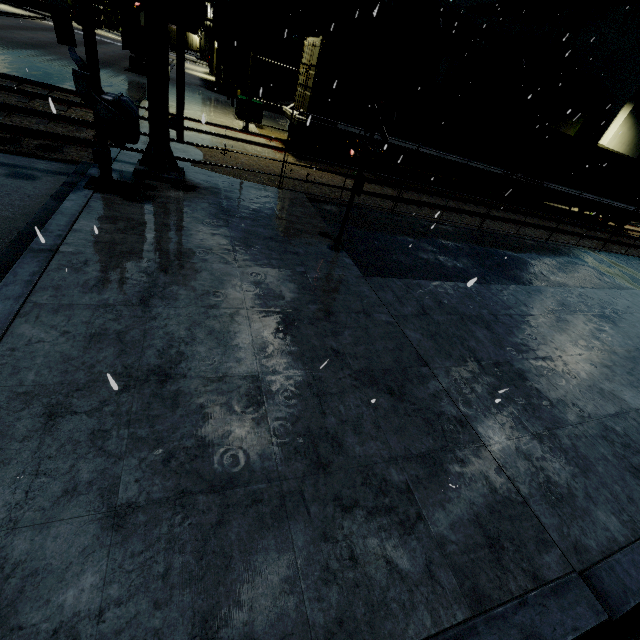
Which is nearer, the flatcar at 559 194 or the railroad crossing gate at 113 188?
the railroad crossing gate at 113 188

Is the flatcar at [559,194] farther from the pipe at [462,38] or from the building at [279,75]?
the pipe at [462,38]

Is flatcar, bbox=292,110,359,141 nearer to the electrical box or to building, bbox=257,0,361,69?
building, bbox=257,0,361,69

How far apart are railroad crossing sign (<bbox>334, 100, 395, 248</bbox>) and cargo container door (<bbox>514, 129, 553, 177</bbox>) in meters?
16.4 m

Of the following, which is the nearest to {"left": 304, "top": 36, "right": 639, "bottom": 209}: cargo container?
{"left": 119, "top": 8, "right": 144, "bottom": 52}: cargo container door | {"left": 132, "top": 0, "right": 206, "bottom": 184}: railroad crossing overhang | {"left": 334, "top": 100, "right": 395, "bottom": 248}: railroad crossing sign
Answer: {"left": 119, "top": 8, "right": 144, "bottom": 52}: cargo container door

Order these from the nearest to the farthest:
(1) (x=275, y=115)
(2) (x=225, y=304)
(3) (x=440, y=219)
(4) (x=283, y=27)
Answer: (2) (x=225, y=304)
(3) (x=440, y=219)
(1) (x=275, y=115)
(4) (x=283, y=27)

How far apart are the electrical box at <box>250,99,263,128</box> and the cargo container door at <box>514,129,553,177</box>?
14.8m

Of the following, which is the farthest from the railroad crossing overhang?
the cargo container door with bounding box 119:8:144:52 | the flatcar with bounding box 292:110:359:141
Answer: the cargo container door with bounding box 119:8:144:52
